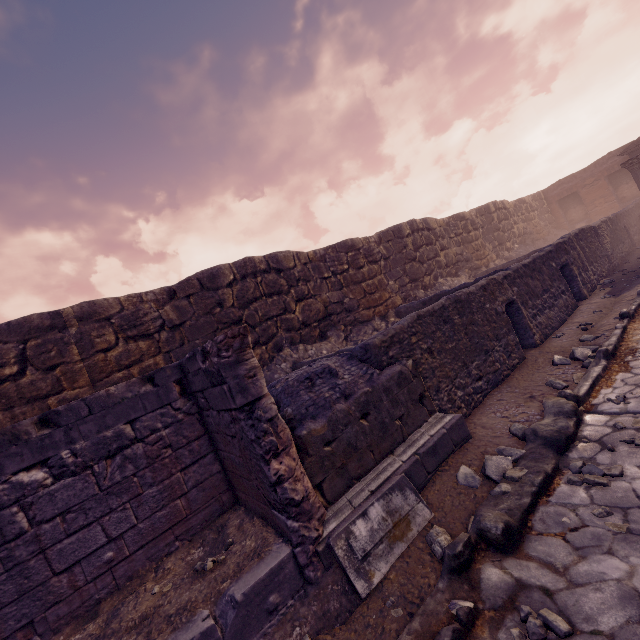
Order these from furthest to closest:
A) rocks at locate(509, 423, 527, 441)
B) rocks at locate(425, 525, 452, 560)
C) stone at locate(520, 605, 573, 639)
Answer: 1. rocks at locate(509, 423, 527, 441)
2. rocks at locate(425, 525, 452, 560)
3. stone at locate(520, 605, 573, 639)

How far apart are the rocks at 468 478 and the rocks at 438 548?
0.72m

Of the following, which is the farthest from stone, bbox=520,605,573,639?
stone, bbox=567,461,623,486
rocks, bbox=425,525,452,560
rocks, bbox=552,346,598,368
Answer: rocks, bbox=552,346,598,368

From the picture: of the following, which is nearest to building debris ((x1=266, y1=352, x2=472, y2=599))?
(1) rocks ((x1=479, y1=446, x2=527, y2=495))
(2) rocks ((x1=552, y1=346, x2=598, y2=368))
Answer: (1) rocks ((x1=479, y1=446, x2=527, y2=495))

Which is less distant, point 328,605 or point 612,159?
point 328,605

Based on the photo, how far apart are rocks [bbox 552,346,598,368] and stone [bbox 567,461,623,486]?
3.1 meters

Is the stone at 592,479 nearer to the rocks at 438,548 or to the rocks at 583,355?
the rocks at 438,548

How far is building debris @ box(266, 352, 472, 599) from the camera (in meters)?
3.27
